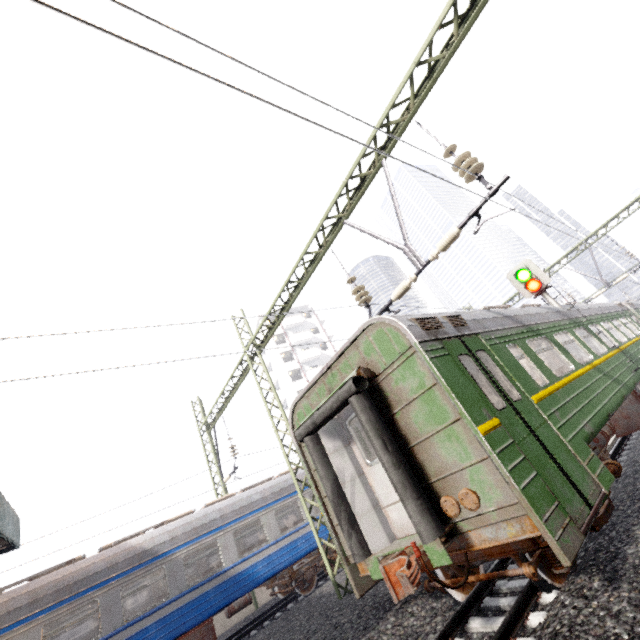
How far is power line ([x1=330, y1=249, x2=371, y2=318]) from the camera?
8.15m

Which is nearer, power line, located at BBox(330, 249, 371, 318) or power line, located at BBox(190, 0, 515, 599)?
power line, located at BBox(190, 0, 515, 599)

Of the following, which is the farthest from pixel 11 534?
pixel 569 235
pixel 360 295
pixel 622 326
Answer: pixel 622 326

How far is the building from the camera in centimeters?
4316cm

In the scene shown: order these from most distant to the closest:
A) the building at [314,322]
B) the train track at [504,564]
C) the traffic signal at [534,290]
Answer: the building at [314,322], the traffic signal at [534,290], the train track at [504,564]

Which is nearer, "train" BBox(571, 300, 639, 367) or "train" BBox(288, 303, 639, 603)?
"train" BBox(288, 303, 639, 603)

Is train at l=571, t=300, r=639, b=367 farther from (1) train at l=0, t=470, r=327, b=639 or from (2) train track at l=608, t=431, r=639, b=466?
(1) train at l=0, t=470, r=327, b=639

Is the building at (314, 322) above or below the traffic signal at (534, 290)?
above
